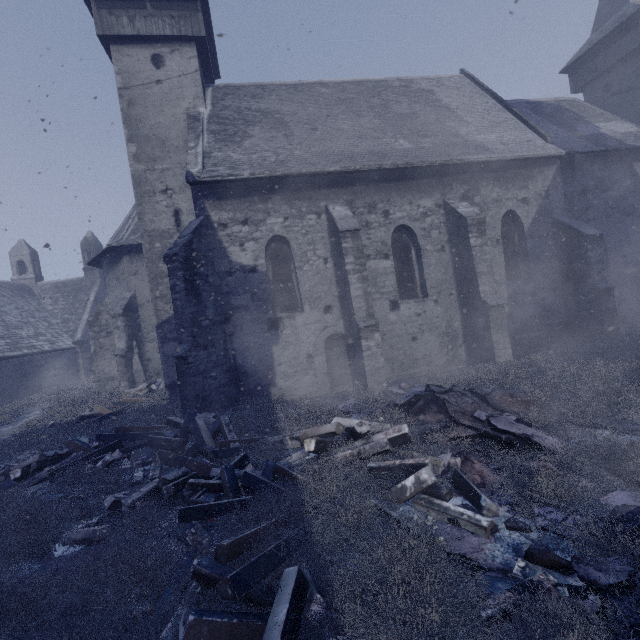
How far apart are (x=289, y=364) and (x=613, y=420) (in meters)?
7.81

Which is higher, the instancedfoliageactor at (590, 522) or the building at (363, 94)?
the building at (363, 94)

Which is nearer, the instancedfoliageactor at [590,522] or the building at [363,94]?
the instancedfoliageactor at [590,522]

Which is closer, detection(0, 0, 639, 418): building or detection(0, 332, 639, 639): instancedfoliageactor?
detection(0, 332, 639, 639): instancedfoliageactor

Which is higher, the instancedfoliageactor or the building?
the building
